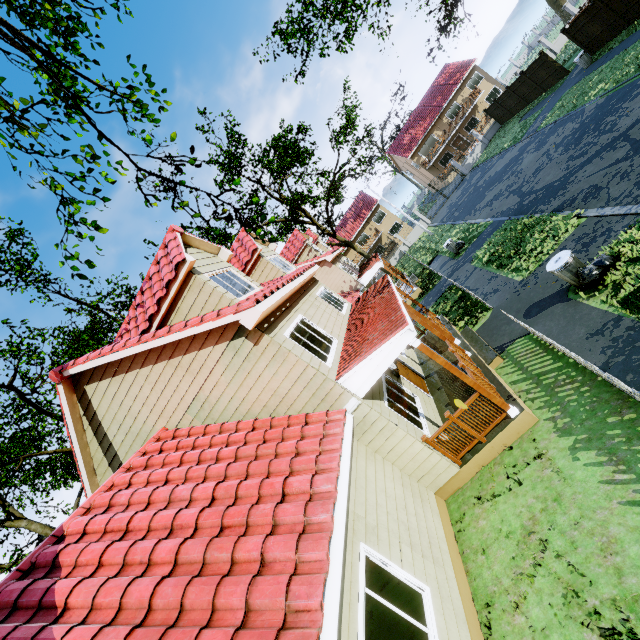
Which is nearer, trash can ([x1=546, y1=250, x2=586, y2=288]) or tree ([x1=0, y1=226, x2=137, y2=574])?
trash can ([x1=546, y1=250, x2=586, y2=288])

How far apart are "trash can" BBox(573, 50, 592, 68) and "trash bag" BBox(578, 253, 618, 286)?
20.6 meters

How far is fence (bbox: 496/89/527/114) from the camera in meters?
28.7 m

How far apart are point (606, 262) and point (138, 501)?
11.28m

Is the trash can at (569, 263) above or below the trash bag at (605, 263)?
above

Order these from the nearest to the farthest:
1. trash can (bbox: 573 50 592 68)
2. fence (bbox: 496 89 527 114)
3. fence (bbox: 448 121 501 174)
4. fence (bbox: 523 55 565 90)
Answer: trash can (bbox: 573 50 592 68), fence (bbox: 523 55 565 90), fence (bbox: 496 89 527 114), fence (bbox: 448 121 501 174)

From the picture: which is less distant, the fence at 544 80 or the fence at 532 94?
the fence at 544 80

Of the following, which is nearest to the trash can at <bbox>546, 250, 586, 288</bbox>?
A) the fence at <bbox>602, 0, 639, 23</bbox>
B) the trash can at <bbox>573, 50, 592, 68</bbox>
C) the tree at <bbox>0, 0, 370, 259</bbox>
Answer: the fence at <bbox>602, 0, 639, 23</bbox>
